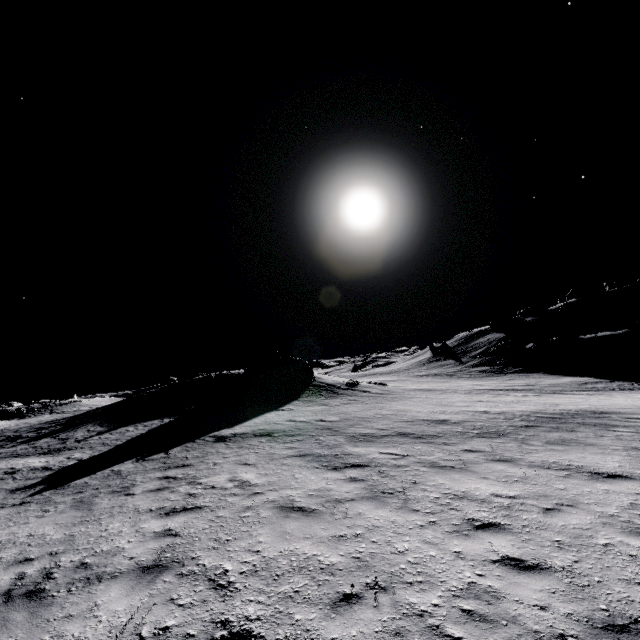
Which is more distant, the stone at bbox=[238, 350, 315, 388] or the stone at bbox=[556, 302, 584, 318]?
the stone at bbox=[556, 302, 584, 318]

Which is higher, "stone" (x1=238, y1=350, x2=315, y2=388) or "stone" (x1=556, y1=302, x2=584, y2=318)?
"stone" (x1=556, y1=302, x2=584, y2=318)

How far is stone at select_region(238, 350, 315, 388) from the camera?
27.6 meters

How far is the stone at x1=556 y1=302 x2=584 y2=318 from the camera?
55.8 meters

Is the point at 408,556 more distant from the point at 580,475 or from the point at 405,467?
the point at 580,475

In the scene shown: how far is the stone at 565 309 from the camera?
55.75m

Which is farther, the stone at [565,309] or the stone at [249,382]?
the stone at [565,309]
